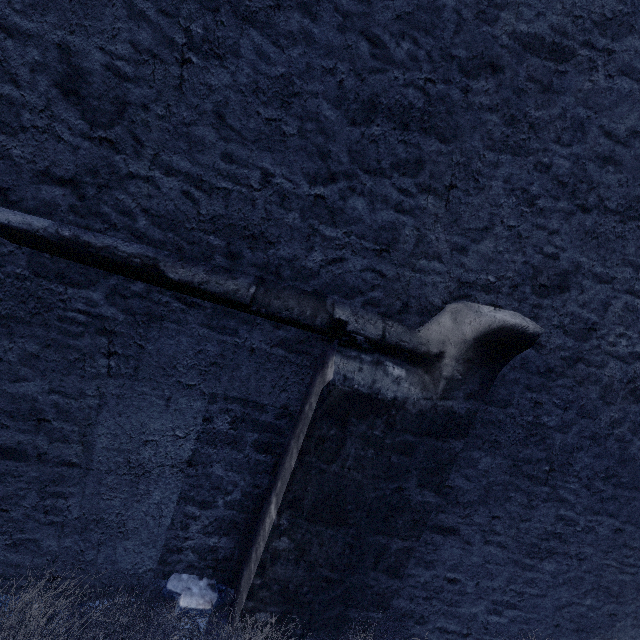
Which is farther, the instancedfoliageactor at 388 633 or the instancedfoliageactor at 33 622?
the instancedfoliageactor at 388 633

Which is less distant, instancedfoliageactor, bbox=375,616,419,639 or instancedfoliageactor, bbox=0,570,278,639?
instancedfoliageactor, bbox=0,570,278,639

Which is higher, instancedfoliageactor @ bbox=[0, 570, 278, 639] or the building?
the building

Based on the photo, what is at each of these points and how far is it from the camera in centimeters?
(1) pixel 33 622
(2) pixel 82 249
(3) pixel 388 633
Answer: (1) instancedfoliageactor, 210cm
(2) building, 196cm
(3) instancedfoliageactor, 288cm

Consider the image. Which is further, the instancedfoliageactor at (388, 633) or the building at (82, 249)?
the instancedfoliageactor at (388, 633)

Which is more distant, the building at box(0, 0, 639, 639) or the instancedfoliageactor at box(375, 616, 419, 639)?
the instancedfoliageactor at box(375, 616, 419, 639)
